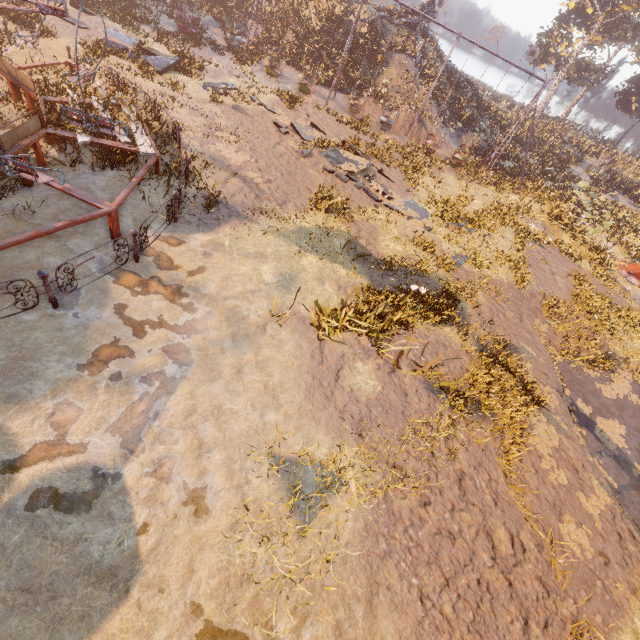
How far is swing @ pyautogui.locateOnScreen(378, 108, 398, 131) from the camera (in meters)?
21.98

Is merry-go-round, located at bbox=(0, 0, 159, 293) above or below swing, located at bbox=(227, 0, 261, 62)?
above

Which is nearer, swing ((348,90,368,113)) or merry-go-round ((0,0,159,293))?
merry-go-round ((0,0,159,293))

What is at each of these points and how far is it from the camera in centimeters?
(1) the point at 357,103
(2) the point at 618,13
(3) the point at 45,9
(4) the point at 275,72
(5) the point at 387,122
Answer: (1) swing, 2202cm
(2) instancedfoliageactor, 3900cm
(3) merry-go-round, 582cm
(4) swing, 2130cm
(5) swing, 2205cm

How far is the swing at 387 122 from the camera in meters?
22.0 m

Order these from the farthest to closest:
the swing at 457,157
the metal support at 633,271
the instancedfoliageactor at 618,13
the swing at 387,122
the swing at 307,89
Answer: the swing at 457,157 → the swing at 387,122 → the swing at 307,89 → the metal support at 633,271 → the instancedfoliageactor at 618,13

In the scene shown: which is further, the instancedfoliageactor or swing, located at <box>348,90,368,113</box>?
swing, located at <box>348,90,368,113</box>
